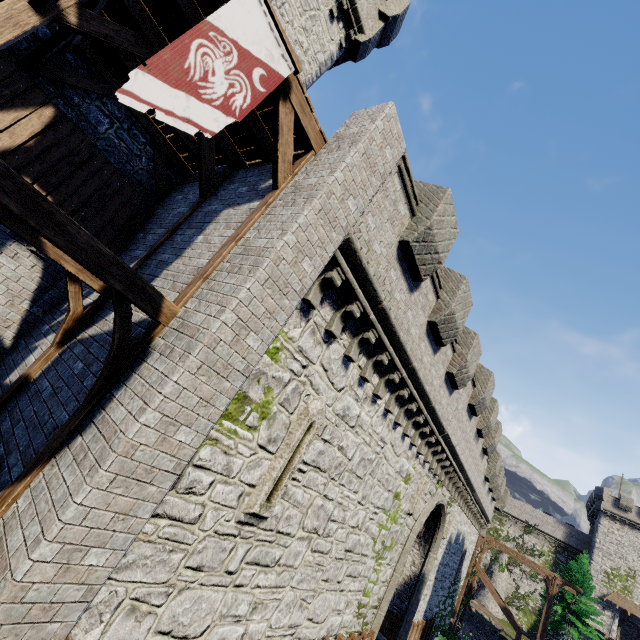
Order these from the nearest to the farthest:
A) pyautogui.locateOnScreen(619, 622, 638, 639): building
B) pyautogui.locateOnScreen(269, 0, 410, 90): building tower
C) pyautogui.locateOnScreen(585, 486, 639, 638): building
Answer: pyautogui.locateOnScreen(269, 0, 410, 90): building tower < pyautogui.locateOnScreen(585, 486, 639, 638): building < pyautogui.locateOnScreen(619, 622, 638, 639): building

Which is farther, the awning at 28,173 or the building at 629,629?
the building at 629,629

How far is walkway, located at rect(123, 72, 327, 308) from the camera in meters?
5.5

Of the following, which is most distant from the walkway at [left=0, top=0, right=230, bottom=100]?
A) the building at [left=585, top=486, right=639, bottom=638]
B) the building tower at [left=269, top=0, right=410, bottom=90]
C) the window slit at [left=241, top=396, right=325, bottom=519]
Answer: the building at [left=585, top=486, right=639, bottom=638]

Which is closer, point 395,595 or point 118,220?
point 118,220

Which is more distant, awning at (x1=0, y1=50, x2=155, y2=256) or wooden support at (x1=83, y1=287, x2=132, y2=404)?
awning at (x1=0, y1=50, x2=155, y2=256)

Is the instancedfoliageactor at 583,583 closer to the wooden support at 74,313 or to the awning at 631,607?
the awning at 631,607

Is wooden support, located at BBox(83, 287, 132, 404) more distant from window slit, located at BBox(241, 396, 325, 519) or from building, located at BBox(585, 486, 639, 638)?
building, located at BBox(585, 486, 639, 638)
